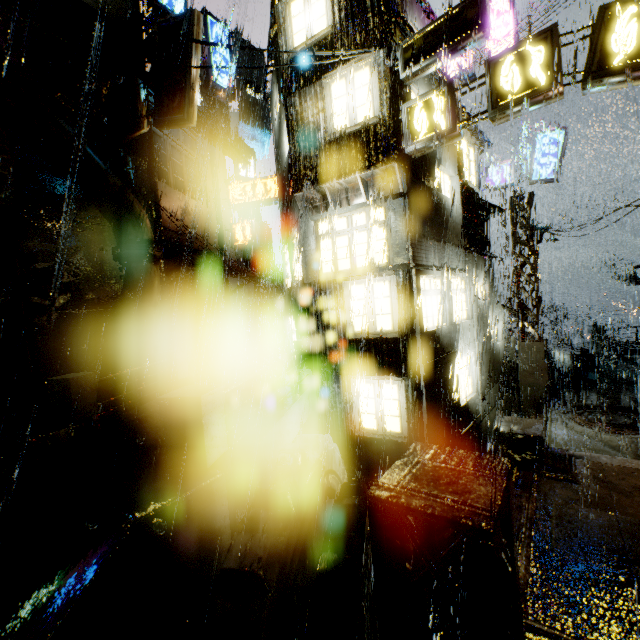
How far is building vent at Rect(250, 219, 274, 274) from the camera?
53.8m

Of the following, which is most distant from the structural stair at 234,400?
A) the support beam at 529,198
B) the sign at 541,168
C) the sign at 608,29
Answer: the sign at 541,168

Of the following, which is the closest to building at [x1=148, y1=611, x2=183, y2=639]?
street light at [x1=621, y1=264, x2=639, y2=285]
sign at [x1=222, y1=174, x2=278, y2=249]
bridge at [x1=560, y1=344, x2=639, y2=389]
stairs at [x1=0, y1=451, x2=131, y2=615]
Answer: bridge at [x1=560, y1=344, x2=639, y2=389]

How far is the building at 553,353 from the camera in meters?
23.6

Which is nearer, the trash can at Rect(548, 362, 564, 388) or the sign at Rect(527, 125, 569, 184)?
the sign at Rect(527, 125, 569, 184)

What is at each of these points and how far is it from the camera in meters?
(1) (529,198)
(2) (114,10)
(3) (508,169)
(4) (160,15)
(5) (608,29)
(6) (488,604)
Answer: (1) support beam, 15.1 m
(2) building, 12.5 m
(3) sign, 16.2 m
(4) sign, 14.8 m
(5) sign, 6.1 m
(6) support beam, 2.3 m

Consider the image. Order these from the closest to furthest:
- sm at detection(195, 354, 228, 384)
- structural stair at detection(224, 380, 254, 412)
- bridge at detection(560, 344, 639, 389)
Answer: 1. structural stair at detection(224, 380, 254, 412)
2. sm at detection(195, 354, 228, 384)
3. bridge at detection(560, 344, 639, 389)

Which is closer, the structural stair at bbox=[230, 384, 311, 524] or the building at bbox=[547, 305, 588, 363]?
the structural stair at bbox=[230, 384, 311, 524]
